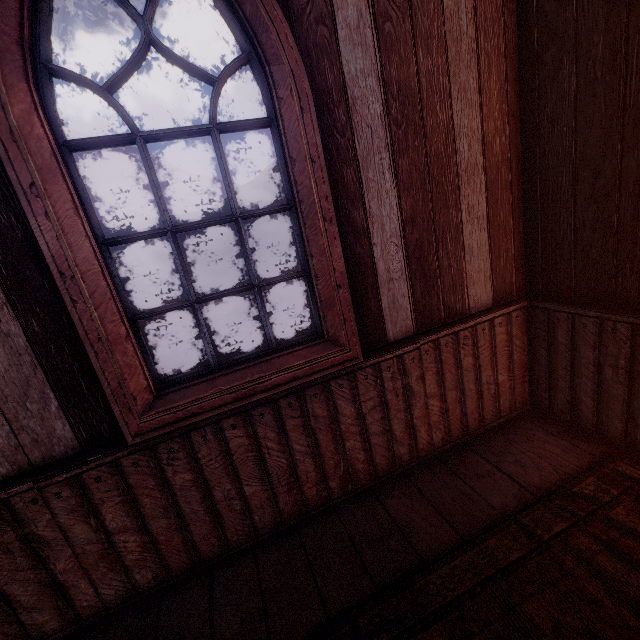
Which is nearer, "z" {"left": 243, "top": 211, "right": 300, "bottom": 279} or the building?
the building

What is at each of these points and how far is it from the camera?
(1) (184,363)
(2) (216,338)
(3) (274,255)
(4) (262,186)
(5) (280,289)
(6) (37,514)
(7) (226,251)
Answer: (1) z, 7.94m
(2) z, 9.67m
(3) z, 33.56m
(4) z, 42.50m
(5) z, 15.80m
(6) building, 1.41m
(7) z, 36.88m

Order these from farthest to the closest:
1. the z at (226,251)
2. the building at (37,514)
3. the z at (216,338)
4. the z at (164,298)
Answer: the z at (226,251)
the z at (164,298)
the z at (216,338)
the building at (37,514)

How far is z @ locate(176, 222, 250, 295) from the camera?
23.53m

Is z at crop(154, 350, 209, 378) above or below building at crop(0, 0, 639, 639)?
below

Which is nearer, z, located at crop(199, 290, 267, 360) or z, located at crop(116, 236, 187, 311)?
z, located at crop(199, 290, 267, 360)

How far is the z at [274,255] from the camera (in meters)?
24.85
